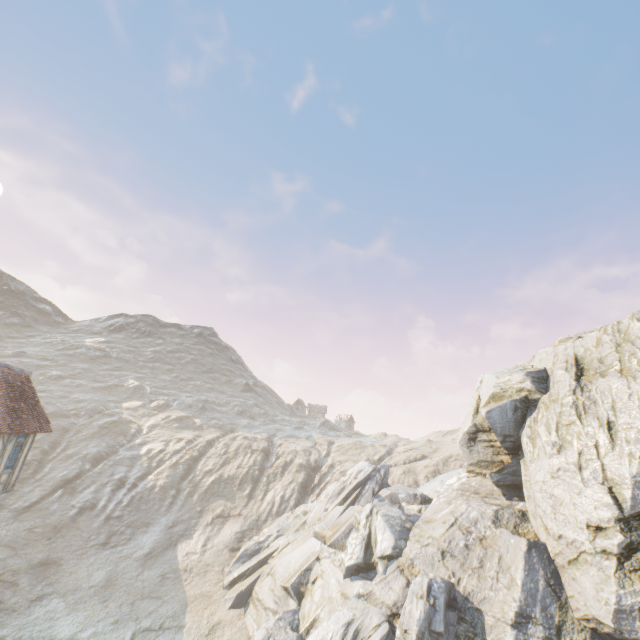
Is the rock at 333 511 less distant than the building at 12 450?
Yes

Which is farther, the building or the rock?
the building

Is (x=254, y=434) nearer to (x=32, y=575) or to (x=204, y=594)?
(x=204, y=594)
